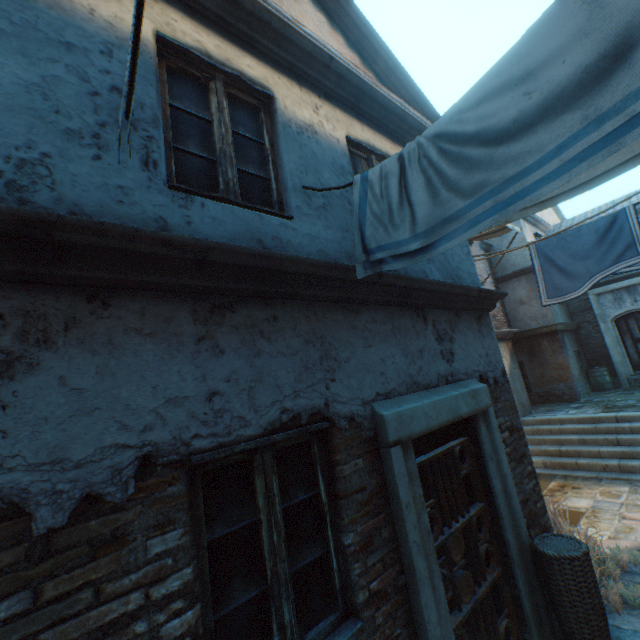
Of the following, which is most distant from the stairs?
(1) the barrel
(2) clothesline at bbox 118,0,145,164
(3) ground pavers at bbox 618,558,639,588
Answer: (2) clothesline at bbox 118,0,145,164

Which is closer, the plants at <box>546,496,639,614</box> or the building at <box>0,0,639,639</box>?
the building at <box>0,0,639,639</box>

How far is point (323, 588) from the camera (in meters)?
2.17

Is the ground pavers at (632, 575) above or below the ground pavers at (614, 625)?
above

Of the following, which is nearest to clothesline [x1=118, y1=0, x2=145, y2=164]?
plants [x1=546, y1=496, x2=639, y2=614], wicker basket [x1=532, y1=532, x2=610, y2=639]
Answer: wicker basket [x1=532, y1=532, x2=610, y2=639]

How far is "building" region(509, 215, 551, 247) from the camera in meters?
13.4 m

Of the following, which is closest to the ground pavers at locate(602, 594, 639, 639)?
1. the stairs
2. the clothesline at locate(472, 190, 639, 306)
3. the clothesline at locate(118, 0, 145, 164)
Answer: the stairs

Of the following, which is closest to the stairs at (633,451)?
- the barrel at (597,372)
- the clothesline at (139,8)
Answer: the barrel at (597,372)
